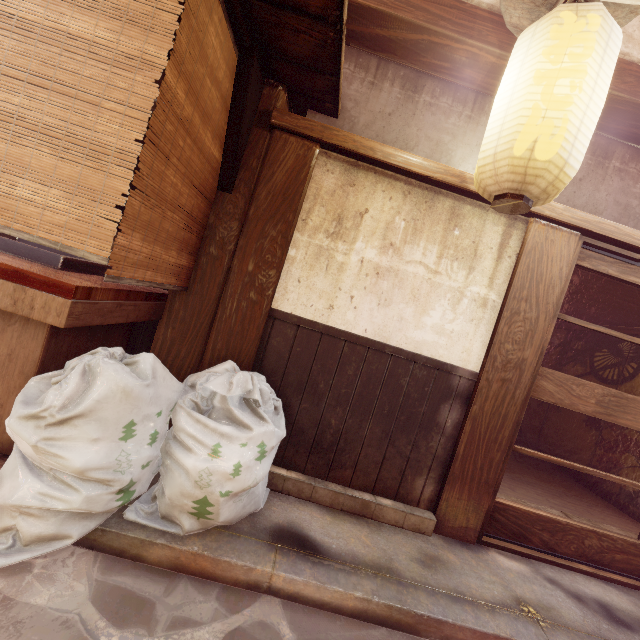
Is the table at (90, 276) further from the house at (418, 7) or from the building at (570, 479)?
the building at (570, 479)

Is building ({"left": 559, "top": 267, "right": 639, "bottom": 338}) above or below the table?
above

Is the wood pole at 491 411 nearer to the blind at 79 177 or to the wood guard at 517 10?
the wood guard at 517 10

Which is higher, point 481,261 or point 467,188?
point 467,188

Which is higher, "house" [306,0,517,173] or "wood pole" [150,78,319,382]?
"house" [306,0,517,173]

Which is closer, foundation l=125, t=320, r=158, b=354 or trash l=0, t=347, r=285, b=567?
trash l=0, t=347, r=285, b=567

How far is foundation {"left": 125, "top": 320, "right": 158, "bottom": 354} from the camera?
5.27m

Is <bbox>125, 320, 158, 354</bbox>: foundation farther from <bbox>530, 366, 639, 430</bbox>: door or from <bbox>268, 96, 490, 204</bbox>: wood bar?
<bbox>530, 366, 639, 430</bbox>: door
